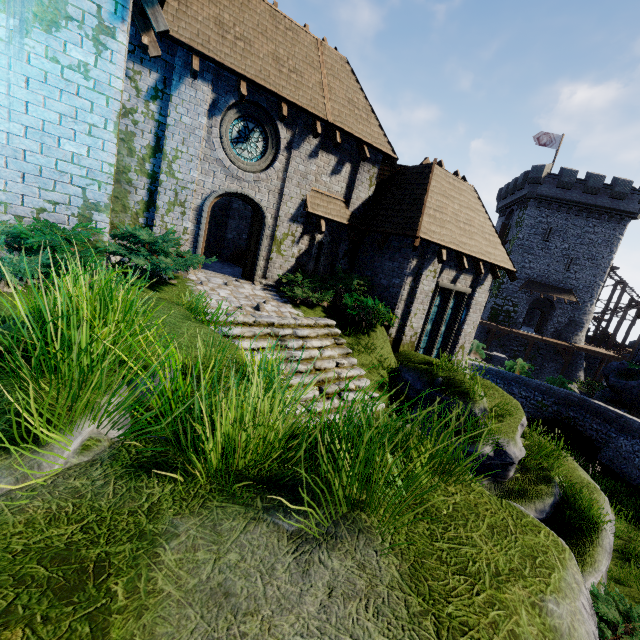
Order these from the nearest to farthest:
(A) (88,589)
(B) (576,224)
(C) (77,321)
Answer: (A) (88,589) → (C) (77,321) → (B) (576,224)

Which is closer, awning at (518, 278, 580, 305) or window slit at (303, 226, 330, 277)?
window slit at (303, 226, 330, 277)

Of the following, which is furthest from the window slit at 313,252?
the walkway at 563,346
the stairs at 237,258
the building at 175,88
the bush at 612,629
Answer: the walkway at 563,346

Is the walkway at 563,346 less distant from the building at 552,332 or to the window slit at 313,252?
the building at 552,332

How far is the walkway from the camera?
32.88m

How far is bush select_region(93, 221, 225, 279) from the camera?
6.9 meters

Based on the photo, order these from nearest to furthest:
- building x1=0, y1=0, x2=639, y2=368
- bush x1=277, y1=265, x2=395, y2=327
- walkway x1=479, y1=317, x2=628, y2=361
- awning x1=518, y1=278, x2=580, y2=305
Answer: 1. building x1=0, y1=0, x2=639, y2=368
2. bush x1=277, y1=265, x2=395, y2=327
3. walkway x1=479, y1=317, x2=628, y2=361
4. awning x1=518, y1=278, x2=580, y2=305

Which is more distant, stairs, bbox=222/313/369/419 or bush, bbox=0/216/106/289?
stairs, bbox=222/313/369/419
